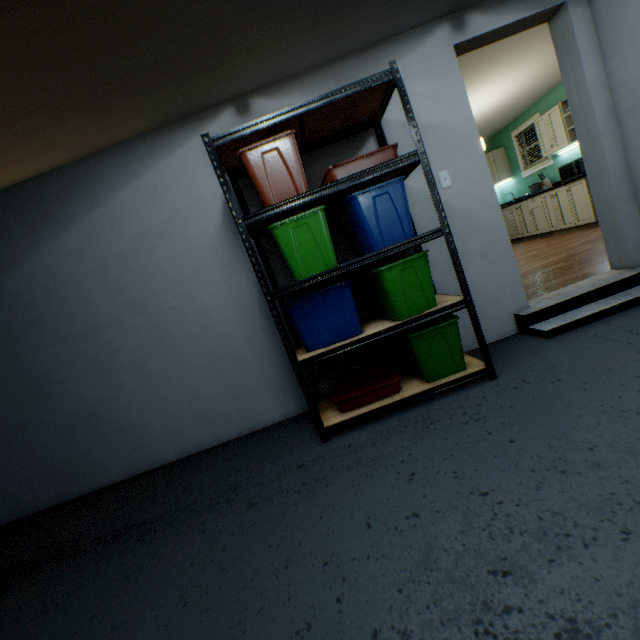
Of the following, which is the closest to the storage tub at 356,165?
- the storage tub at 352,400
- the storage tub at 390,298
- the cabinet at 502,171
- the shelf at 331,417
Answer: the shelf at 331,417

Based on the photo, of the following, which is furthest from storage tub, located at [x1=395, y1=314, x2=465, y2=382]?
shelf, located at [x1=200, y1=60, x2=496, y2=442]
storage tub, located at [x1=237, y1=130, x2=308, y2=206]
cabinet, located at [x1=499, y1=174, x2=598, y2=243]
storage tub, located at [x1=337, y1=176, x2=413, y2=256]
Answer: cabinet, located at [x1=499, y1=174, x2=598, y2=243]

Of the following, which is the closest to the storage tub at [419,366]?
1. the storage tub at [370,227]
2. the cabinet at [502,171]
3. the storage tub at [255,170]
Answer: the storage tub at [370,227]

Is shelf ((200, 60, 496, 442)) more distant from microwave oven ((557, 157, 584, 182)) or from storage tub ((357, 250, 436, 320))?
microwave oven ((557, 157, 584, 182))

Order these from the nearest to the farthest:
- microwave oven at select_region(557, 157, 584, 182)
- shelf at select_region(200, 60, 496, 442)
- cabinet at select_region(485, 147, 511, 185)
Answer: shelf at select_region(200, 60, 496, 442)
microwave oven at select_region(557, 157, 584, 182)
cabinet at select_region(485, 147, 511, 185)

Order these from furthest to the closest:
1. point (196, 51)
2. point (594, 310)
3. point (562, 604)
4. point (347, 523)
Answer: point (594, 310), point (196, 51), point (347, 523), point (562, 604)

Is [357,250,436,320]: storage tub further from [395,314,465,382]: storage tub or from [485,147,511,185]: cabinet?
[485,147,511,185]: cabinet

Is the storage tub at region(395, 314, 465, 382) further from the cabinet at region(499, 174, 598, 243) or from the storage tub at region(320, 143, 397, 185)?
the cabinet at region(499, 174, 598, 243)
